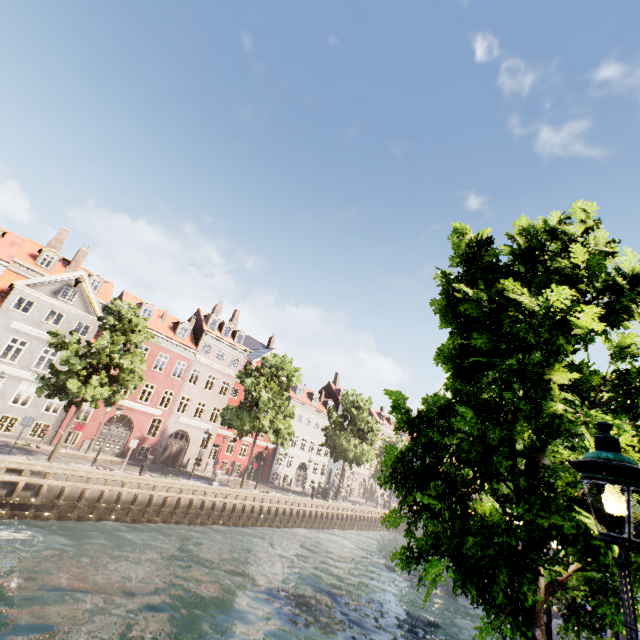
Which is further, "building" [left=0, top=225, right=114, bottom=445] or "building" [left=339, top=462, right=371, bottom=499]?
"building" [left=339, top=462, right=371, bottom=499]

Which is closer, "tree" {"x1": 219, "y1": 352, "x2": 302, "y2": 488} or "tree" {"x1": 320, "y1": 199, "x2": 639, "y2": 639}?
"tree" {"x1": 320, "y1": 199, "x2": 639, "y2": 639}

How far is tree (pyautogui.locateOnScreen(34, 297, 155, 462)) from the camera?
17.5m

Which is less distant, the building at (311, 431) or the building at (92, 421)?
the building at (92, 421)

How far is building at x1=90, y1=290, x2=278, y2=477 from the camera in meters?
28.5

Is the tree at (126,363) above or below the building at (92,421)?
above

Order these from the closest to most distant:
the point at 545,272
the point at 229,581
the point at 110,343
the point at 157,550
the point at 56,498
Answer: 1. the point at 545,272
2. the point at 229,581
3. the point at 157,550
4. the point at 56,498
5. the point at 110,343
